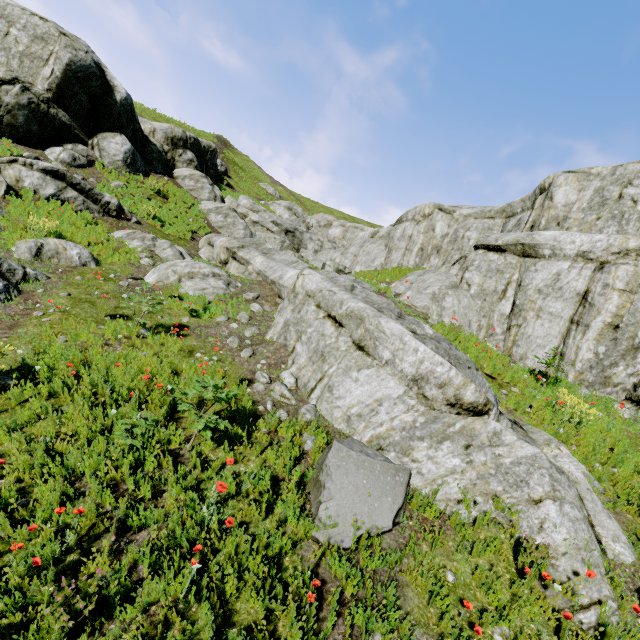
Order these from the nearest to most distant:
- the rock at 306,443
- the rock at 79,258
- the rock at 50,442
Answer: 1. the rock at 50,442
2. the rock at 306,443
3. the rock at 79,258

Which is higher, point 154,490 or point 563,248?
point 563,248

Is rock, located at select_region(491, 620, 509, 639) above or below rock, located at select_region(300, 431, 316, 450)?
below

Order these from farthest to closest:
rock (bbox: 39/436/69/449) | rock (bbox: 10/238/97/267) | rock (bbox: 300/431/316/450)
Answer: rock (bbox: 10/238/97/267), rock (bbox: 300/431/316/450), rock (bbox: 39/436/69/449)

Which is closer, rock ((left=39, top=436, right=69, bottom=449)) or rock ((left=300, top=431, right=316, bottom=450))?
rock ((left=39, top=436, right=69, bottom=449))

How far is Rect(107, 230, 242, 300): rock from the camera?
10.5 meters

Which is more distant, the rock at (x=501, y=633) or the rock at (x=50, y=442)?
the rock at (x=50, y=442)
